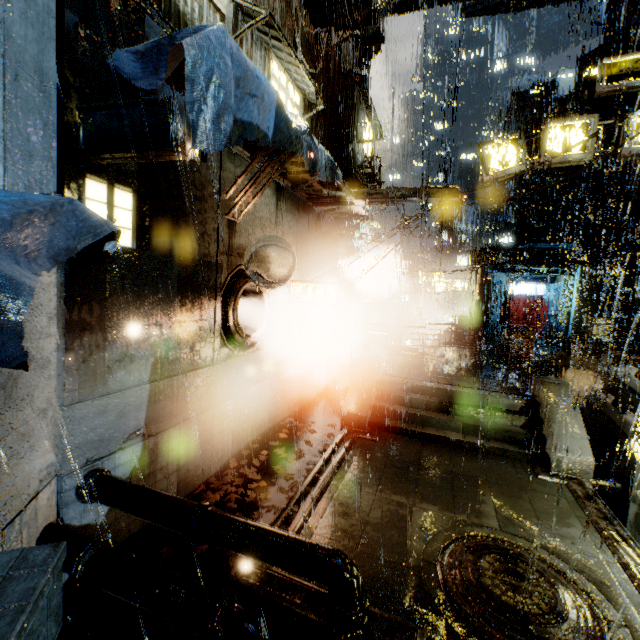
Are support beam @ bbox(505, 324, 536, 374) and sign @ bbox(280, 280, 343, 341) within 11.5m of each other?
yes

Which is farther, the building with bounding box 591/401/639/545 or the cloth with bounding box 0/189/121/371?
the building with bounding box 591/401/639/545

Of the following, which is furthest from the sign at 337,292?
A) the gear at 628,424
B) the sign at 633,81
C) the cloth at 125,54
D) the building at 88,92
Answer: the gear at 628,424

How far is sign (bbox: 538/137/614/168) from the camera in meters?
10.2 m

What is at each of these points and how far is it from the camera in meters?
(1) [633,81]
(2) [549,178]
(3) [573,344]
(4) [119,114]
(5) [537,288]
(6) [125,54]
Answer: (1) sign, 9.7
(2) building, 33.2
(3) structural stair, 16.9
(4) sign, 4.4
(5) sign, 27.5
(6) cloth, 5.2

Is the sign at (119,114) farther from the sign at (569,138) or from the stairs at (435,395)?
the sign at (569,138)

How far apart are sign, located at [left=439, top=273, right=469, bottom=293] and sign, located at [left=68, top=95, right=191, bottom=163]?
29.99m

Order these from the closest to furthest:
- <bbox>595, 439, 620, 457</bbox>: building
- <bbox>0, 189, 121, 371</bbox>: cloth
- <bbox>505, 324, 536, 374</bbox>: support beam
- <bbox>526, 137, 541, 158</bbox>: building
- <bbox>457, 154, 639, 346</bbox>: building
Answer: <bbox>0, 189, 121, 371</bbox>: cloth
<bbox>595, 439, 620, 457</bbox>: building
<bbox>505, 324, 536, 374</bbox>: support beam
<bbox>457, 154, 639, 346</bbox>: building
<bbox>526, 137, 541, 158</bbox>: building
